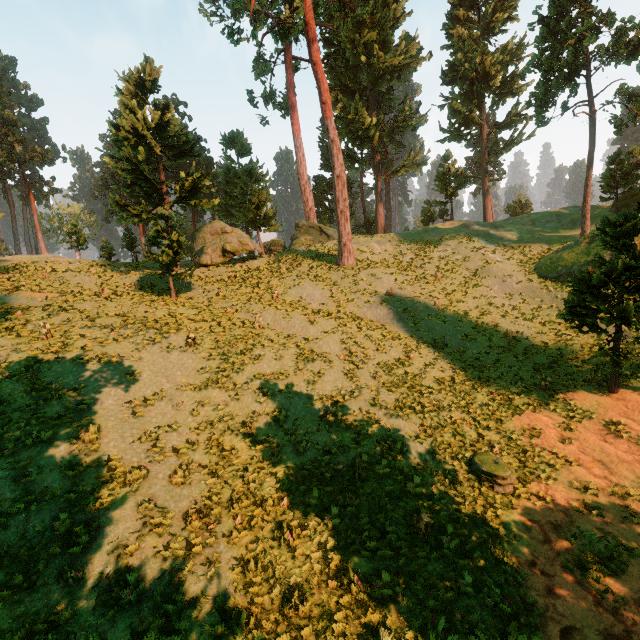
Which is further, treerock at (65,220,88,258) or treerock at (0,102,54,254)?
treerock at (0,102,54,254)

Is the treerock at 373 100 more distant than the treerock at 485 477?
Yes

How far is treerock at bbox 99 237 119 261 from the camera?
36.2m

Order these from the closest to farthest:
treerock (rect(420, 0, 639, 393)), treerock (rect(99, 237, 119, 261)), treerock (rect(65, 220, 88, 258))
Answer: treerock (rect(420, 0, 639, 393)) < treerock (rect(65, 220, 88, 258)) < treerock (rect(99, 237, 119, 261))

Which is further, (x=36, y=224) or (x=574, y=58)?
(x=36, y=224)

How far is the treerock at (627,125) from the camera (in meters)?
25.20
